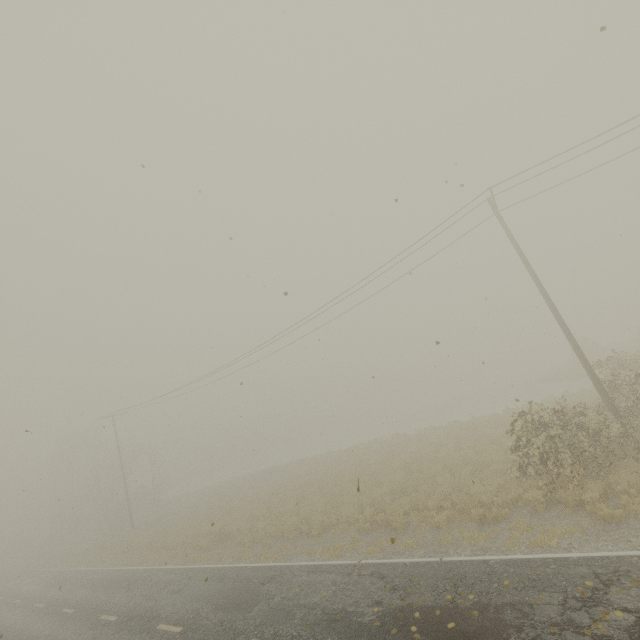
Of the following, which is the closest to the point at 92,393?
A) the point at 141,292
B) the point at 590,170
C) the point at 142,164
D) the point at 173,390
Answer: the point at 141,292
